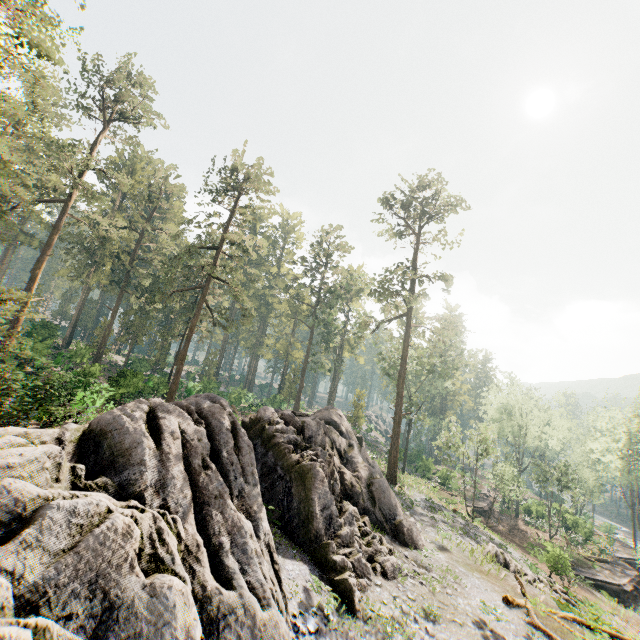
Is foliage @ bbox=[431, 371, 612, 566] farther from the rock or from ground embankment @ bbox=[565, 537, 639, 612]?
ground embankment @ bbox=[565, 537, 639, 612]

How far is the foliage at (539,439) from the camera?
31.7 meters

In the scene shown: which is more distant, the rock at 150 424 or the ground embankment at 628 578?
the ground embankment at 628 578

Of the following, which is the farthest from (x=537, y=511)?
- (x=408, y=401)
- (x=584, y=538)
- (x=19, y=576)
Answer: (x=19, y=576)

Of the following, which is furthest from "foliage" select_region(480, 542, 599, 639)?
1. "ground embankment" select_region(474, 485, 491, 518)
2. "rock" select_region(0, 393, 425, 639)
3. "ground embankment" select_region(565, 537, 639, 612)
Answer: "ground embankment" select_region(474, 485, 491, 518)

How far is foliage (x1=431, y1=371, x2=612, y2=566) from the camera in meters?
31.7 m

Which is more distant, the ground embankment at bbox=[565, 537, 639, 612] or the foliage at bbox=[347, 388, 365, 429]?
the foliage at bbox=[347, 388, 365, 429]
